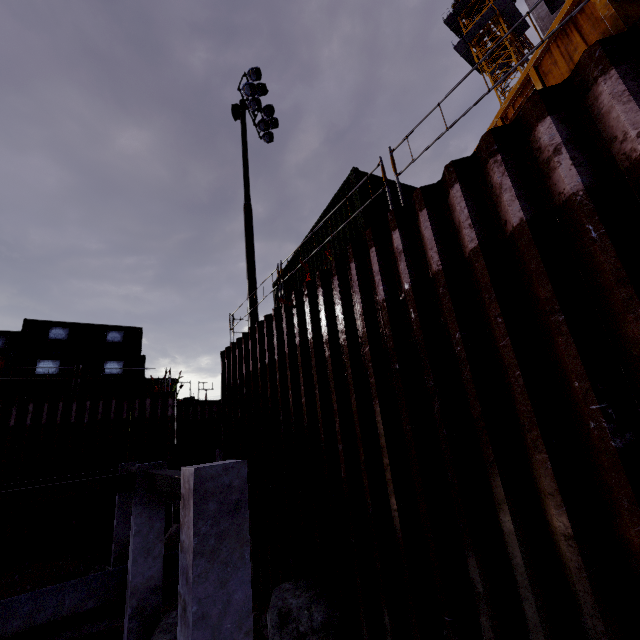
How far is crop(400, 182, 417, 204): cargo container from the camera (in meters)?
7.88

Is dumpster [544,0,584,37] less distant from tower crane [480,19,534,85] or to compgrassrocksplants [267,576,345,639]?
compgrassrocksplants [267,576,345,639]

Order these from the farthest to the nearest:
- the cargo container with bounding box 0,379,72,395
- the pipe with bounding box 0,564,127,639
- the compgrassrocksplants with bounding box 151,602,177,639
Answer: the cargo container with bounding box 0,379,72,395
the pipe with bounding box 0,564,127,639
the compgrassrocksplants with bounding box 151,602,177,639

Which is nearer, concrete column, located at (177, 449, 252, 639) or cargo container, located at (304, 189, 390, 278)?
concrete column, located at (177, 449, 252, 639)

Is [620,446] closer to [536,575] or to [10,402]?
[536,575]

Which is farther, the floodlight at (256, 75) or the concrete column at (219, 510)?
the floodlight at (256, 75)

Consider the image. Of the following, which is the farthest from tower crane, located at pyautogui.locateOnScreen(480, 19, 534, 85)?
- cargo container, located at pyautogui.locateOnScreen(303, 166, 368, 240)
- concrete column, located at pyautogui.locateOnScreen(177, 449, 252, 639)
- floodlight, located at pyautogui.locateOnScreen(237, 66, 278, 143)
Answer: concrete column, located at pyautogui.locateOnScreen(177, 449, 252, 639)

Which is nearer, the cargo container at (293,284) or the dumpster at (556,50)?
the dumpster at (556,50)
